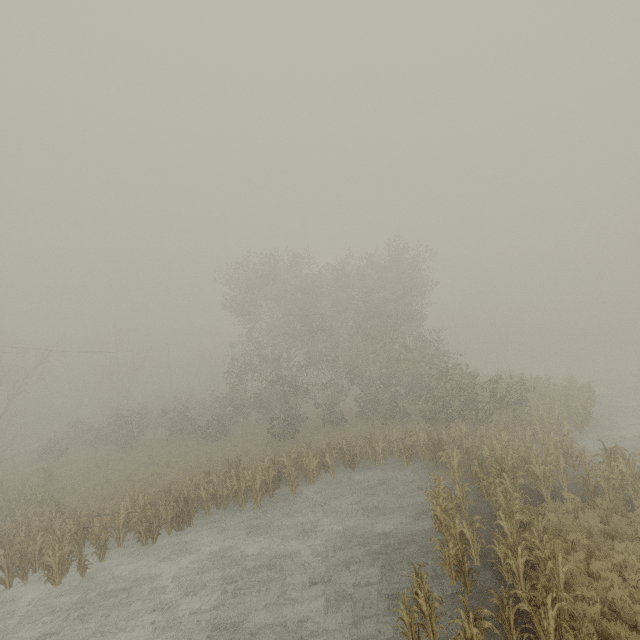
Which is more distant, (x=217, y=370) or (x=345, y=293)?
(x=217, y=370)
